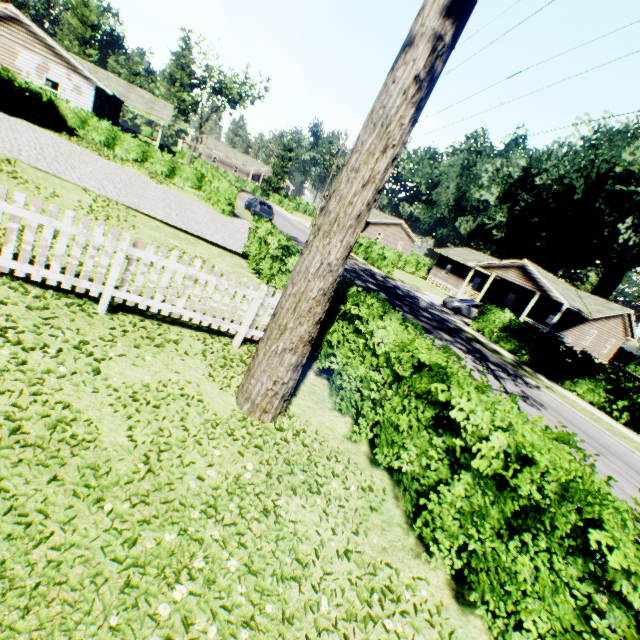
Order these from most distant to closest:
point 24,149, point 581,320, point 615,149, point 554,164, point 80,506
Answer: point 554,164, point 615,149, point 581,320, point 24,149, point 80,506

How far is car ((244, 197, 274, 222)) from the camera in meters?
28.4 m

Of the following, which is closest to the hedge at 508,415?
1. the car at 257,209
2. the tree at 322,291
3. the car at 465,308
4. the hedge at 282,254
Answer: the tree at 322,291

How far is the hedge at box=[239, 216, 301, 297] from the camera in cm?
980

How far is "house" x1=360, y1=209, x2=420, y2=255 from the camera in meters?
52.7

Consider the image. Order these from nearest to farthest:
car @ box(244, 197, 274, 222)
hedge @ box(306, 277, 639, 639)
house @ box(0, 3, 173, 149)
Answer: hedge @ box(306, 277, 639, 639), house @ box(0, 3, 173, 149), car @ box(244, 197, 274, 222)

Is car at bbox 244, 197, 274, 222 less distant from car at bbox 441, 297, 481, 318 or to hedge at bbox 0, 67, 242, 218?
hedge at bbox 0, 67, 242, 218

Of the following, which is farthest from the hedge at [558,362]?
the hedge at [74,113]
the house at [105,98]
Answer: the hedge at [74,113]
